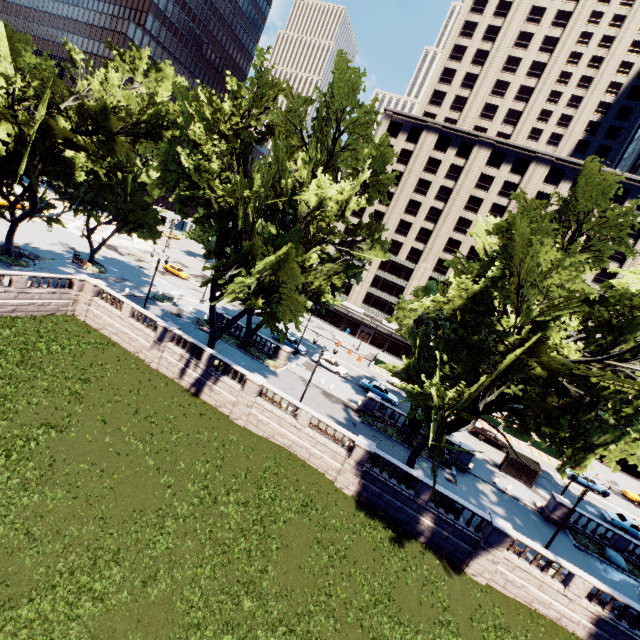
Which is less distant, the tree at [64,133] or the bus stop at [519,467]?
the tree at [64,133]

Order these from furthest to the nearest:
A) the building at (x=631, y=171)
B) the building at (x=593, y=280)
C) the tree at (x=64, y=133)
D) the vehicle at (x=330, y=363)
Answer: the building at (x=593, y=280) < the building at (x=631, y=171) < the vehicle at (x=330, y=363) < the tree at (x=64, y=133)

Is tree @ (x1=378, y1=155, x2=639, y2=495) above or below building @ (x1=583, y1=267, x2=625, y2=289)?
below

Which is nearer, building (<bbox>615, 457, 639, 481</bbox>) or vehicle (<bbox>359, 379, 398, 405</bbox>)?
vehicle (<bbox>359, 379, 398, 405</bbox>)

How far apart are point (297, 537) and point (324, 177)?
25.0m

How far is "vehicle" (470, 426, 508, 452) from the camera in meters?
40.3 m

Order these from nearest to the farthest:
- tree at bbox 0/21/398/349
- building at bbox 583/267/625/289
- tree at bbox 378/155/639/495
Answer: tree at bbox 378/155/639/495
tree at bbox 0/21/398/349
building at bbox 583/267/625/289

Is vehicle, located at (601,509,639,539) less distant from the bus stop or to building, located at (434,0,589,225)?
the bus stop
